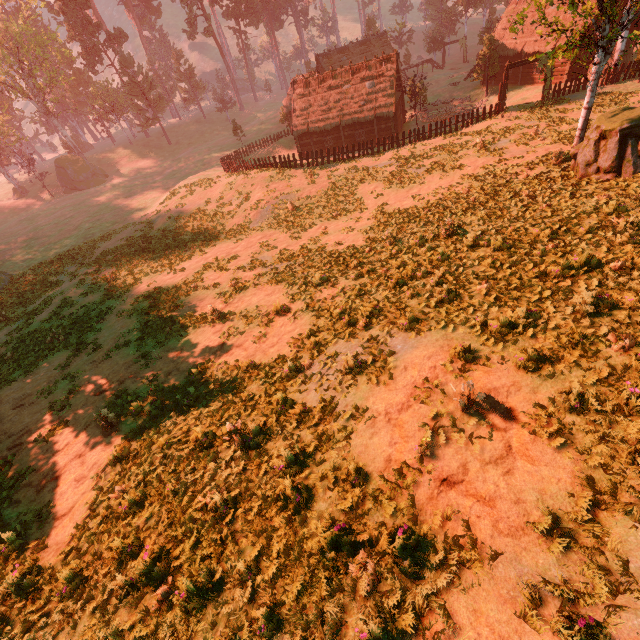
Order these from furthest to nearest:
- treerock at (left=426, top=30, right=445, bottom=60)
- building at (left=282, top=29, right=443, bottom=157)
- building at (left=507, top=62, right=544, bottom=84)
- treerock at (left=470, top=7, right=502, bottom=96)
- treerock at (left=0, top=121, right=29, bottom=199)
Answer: treerock at (left=426, top=30, right=445, bottom=60), treerock at (left=0, top=121, right=29, bottom=199), treerock at (left=470, top=7, right=502, bottom=96), building at (left=507, top=62, right=544, bottom=84), building at (left=282, top=29, right=443, bottom=157)

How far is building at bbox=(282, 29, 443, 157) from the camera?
35.2 meters

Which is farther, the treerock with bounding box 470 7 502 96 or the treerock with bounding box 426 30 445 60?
the treerock with bounding box 426 30 445 60

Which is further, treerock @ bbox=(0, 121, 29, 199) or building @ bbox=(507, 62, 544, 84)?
treerock @ bbox=(0, 121, 29, 199)

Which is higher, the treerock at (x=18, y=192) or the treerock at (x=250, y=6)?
the treerock at (x=250, y=6)

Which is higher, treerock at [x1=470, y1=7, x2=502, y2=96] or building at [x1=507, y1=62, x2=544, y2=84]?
treerock at [x1=470, y1=7, x2=502, y2=96]

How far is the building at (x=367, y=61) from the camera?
35.2 meters

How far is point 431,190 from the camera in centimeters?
2083cm
